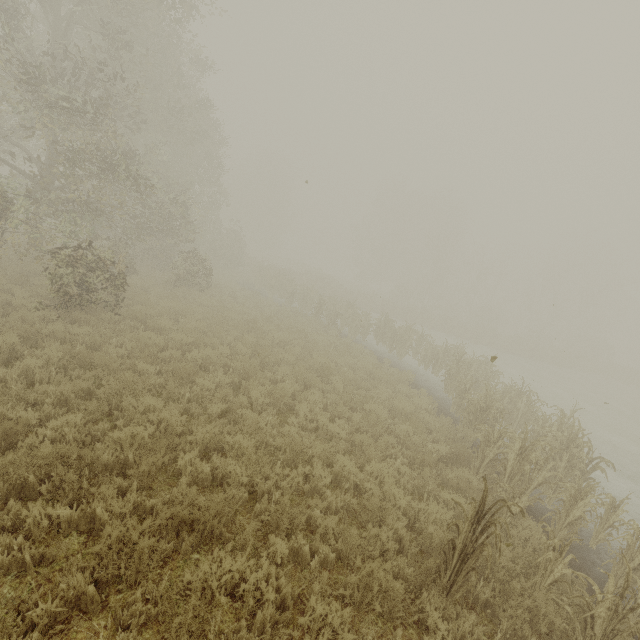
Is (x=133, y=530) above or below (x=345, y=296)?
below
